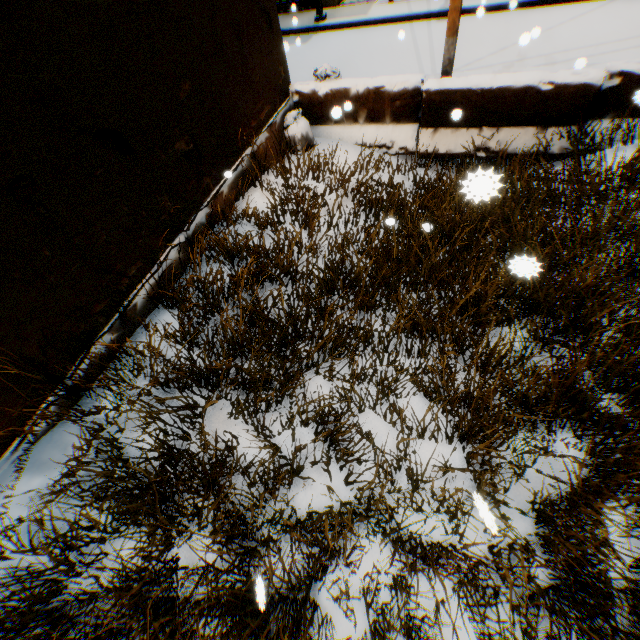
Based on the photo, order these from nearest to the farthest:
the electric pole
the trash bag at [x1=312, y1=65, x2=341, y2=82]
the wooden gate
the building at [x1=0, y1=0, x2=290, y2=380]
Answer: the building at [x1=0, y1=0, x2=290, y2=380] → the electric pole → the trash bag at [x1=312, y1=65, x2=341, y2=82] → the wooden gate

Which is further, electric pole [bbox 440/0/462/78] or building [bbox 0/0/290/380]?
electric pole [bbox 440/0/462/78]

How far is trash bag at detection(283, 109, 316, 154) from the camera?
5.77m

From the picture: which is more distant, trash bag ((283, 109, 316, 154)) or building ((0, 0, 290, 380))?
trash bag ((283, 109, 316, 154))

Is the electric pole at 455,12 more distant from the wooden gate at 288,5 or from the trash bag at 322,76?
the wooden gate at 288,5

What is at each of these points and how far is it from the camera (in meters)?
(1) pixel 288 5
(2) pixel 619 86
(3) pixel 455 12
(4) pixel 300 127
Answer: (1) wooden gate, 11.84
(2) concrete block, 4.55
(3) electric pole, 4.64
(4) trash bag, 5.76

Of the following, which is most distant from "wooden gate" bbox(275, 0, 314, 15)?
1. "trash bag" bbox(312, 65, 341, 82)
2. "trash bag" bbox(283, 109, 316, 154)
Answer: "trash bag" bbox(283, 109, 316, 154)

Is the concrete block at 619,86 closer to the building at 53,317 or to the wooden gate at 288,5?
the building at 53,317
